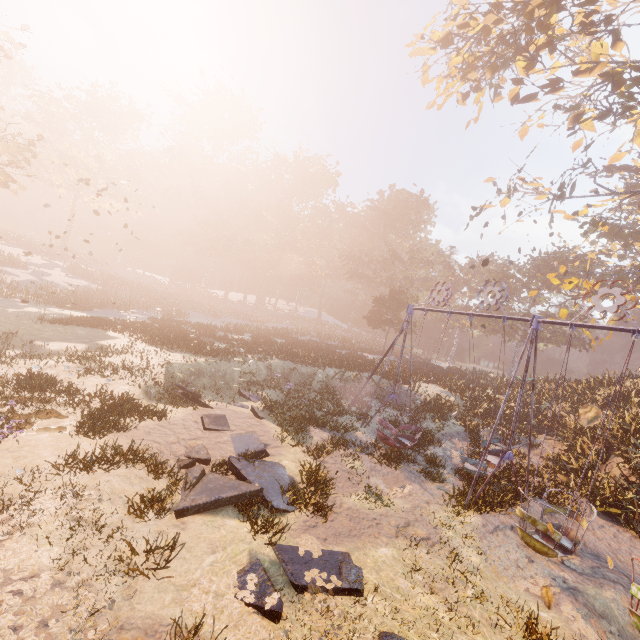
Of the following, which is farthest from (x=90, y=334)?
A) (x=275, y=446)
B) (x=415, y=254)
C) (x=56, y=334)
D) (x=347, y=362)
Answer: (x=415, y=254)

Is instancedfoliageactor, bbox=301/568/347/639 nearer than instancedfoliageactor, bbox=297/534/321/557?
Yes

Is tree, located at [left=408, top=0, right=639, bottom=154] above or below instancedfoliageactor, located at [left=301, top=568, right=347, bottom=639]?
above

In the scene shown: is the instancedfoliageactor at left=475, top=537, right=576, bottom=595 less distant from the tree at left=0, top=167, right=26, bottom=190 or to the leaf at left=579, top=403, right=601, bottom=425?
the leaf at left=579, top=403, right=601, bottom=425

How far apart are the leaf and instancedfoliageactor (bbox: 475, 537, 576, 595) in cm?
502

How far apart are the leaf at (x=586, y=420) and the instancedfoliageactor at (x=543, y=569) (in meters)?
5.02

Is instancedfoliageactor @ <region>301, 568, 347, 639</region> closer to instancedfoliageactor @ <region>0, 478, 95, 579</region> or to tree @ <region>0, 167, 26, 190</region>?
instancedfoliageactor @ <region>0, 478, 95, 579</region>

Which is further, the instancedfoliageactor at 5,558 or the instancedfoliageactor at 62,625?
the instancedfoliageactor at 5,558
